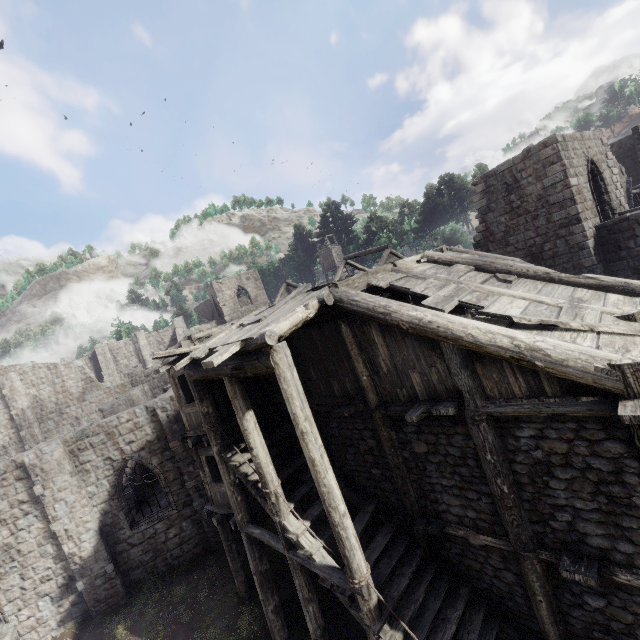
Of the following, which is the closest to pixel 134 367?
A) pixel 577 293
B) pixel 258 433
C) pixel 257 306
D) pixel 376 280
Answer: pixel 257 306
